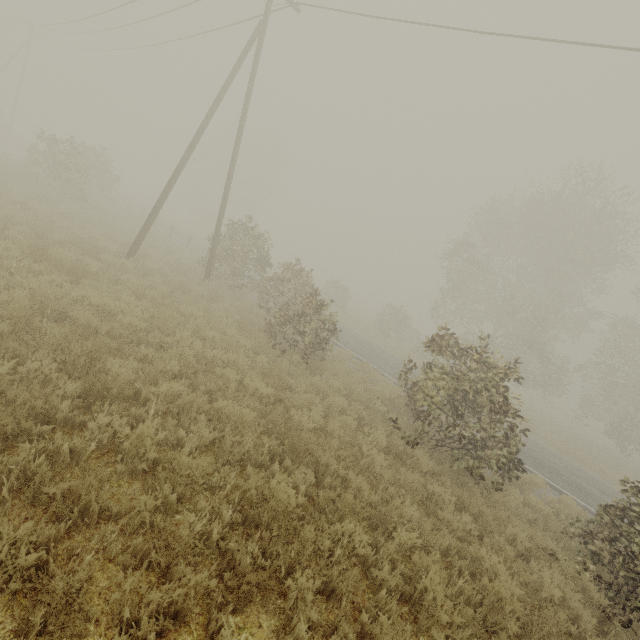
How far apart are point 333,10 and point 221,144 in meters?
42.7 m
